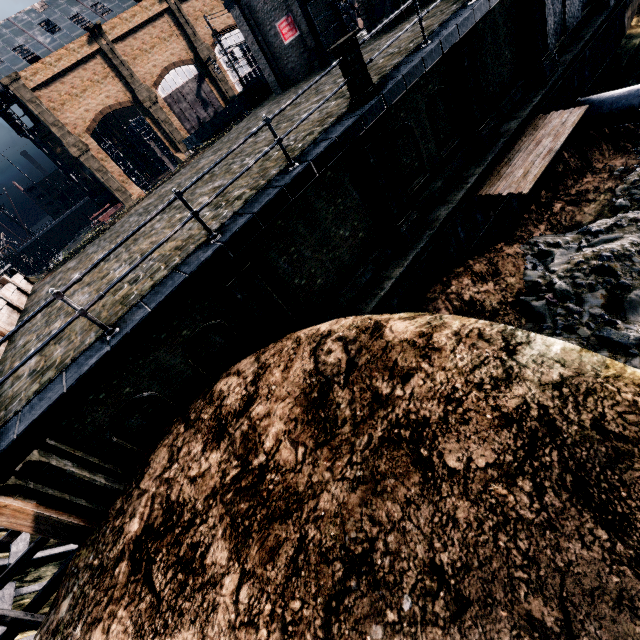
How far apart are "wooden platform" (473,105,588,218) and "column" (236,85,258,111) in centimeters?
2536cm

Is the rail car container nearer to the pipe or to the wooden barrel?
the wooden barrel

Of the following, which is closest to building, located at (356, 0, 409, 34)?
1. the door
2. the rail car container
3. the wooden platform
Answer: the door

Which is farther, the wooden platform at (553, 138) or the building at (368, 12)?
the building at (368, 12)

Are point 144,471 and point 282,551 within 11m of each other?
yes

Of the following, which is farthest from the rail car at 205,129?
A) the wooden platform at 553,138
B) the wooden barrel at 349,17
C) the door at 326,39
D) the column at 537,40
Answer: the wooden platform at 553,138

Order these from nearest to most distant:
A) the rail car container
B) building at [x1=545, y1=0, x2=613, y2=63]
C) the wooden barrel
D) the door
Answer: building at [x1=545, y1=0, x2=613, y2=63] < the door < the wooden barrel < the rail car container

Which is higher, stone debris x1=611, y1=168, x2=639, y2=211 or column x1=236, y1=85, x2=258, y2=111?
column x1=236, y1=85, x2=258, y2=111
